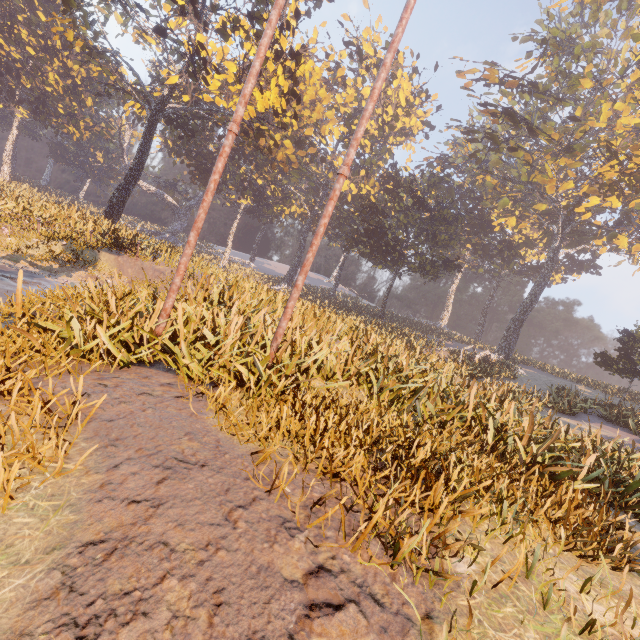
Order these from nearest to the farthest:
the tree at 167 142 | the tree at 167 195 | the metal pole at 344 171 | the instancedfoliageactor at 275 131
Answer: the instancedfoliageactor at 275 131 → the metal pole at 344 171 → the tree at 167 142 → the tree at 167 195

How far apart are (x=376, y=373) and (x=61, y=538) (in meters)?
7.43

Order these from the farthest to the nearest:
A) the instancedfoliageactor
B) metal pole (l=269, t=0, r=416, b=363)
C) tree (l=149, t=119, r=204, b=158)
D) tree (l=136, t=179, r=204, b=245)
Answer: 1. tree (l=136, t=179, r=204, b=245)
2. tree (l=149, t=119, r=204, b=158)
3. metal pole (l=269, t=0, r=416, b=363)
4. the instancedfoliageactor

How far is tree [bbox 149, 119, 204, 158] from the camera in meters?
42.6 m

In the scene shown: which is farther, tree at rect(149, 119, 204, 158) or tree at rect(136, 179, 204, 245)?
tree at rect(136, 179, 204, 245)

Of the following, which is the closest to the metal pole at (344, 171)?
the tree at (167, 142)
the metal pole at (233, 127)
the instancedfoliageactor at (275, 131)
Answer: the instancedfoliageactor at (275, 131)

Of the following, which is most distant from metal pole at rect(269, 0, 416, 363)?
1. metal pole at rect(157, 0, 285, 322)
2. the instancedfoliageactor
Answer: metal pole at rect(157, 0, 285, 322)
